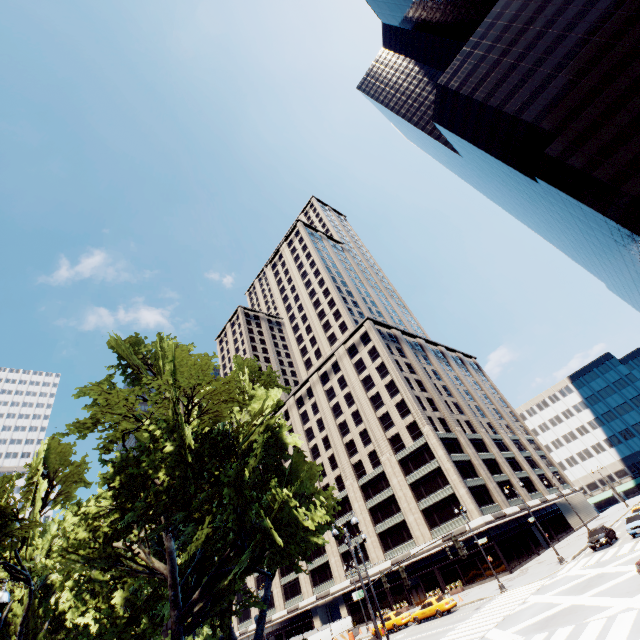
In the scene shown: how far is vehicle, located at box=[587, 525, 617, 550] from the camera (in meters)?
30.55

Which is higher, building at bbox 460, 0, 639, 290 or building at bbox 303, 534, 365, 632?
building at bbox 460, 0, 639, 290

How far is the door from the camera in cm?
4603

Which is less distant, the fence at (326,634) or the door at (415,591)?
the fence at (326,634)

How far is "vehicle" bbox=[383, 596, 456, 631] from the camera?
31.3 meters

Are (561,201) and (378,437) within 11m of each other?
no

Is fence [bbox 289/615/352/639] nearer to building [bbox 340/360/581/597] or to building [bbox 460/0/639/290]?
building [bbox 340/360/581/597]

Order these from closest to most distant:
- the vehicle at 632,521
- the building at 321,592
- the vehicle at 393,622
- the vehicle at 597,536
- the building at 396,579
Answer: the vehicle at 632,521, the vehicle at 597,536, the vehicle at 393,622, the building at 396,579, the building at 321,592
